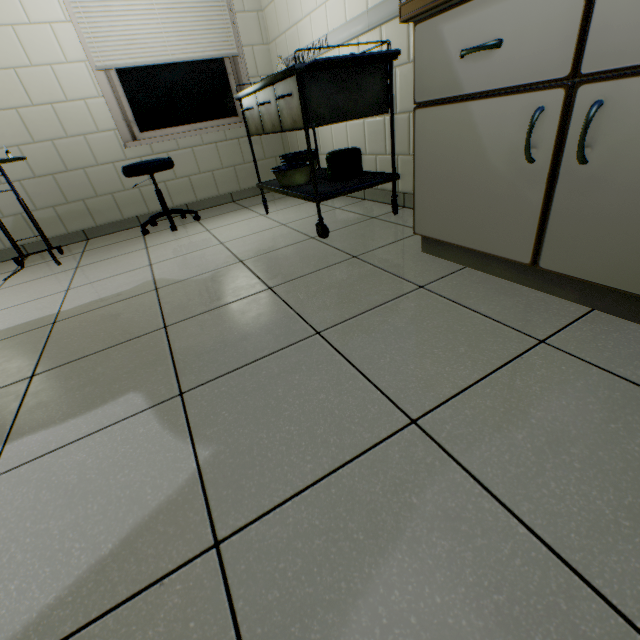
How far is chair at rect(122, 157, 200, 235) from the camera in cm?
264

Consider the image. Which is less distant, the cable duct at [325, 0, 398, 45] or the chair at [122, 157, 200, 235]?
the cable duct at [325, 0, 398, 45]

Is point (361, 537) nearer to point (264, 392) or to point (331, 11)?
point (264, 392)

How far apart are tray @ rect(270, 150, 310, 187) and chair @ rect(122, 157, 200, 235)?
1.01m

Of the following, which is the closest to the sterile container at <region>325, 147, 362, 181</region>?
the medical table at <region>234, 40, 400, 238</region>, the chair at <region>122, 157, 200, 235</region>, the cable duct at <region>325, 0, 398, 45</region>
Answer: the medical table at <region>234, 40, 400, 238</region>

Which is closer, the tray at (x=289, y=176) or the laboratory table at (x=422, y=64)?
the laboratory table at (x=422, y=64)

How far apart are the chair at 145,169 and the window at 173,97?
0.6m

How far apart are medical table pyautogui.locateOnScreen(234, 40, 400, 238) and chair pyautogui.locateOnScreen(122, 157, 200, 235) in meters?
0.7 m
